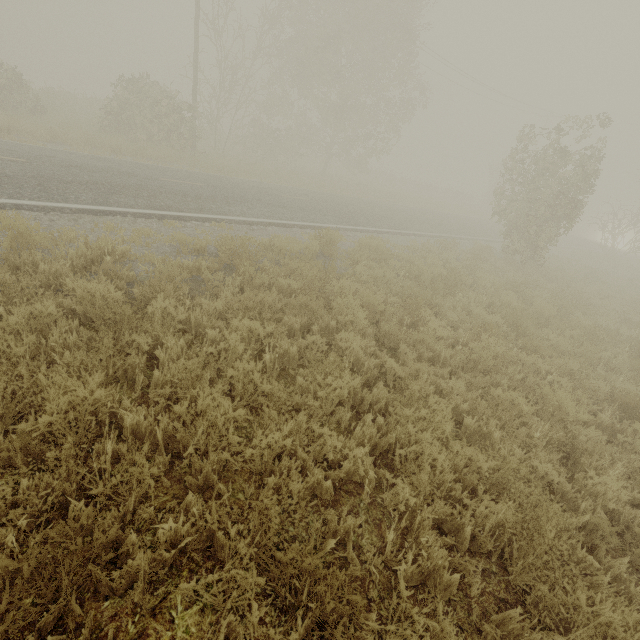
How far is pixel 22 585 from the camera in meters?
2.1
